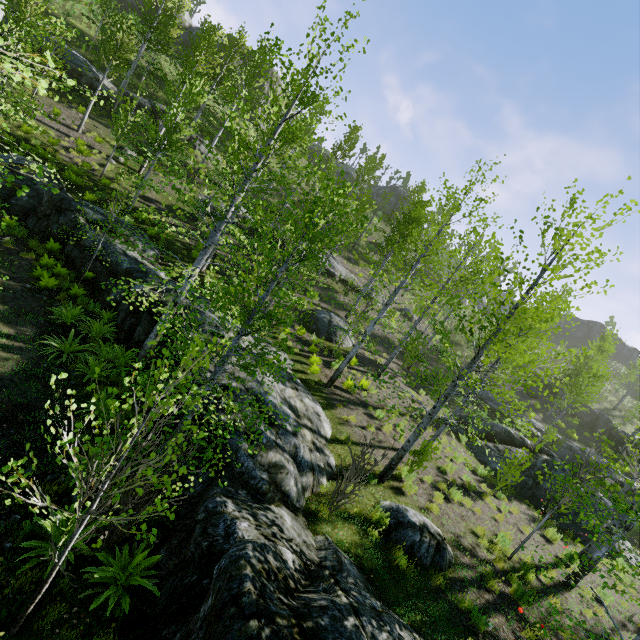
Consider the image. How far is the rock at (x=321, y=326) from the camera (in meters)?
18.45

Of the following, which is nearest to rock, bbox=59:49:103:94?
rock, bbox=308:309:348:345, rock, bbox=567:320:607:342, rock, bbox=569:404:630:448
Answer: rock, bbox=308:309:348:345

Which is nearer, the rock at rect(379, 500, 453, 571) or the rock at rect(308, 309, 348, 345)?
the rock at rect(379, 500, 453, 571)

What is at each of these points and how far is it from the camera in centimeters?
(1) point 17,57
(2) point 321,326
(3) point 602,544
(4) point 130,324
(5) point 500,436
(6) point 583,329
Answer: (1) instancedfoliageactor, 355cm
(2) rock, 1861cm
(3) instancedfoliageactor, 403cm
(4) rock, 1091cm
(5) rock, 1770cm
(6) rock, 5988cm

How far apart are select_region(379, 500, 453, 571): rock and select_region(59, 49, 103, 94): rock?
28.19m

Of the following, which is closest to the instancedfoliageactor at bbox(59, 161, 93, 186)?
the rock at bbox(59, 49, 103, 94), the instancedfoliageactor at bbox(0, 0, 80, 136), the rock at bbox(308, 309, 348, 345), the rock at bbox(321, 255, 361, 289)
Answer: the instancedfoliageactor at bbox(0, 0, 80, 136)

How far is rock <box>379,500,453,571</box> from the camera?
7.09m

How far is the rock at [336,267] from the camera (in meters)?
27.28
